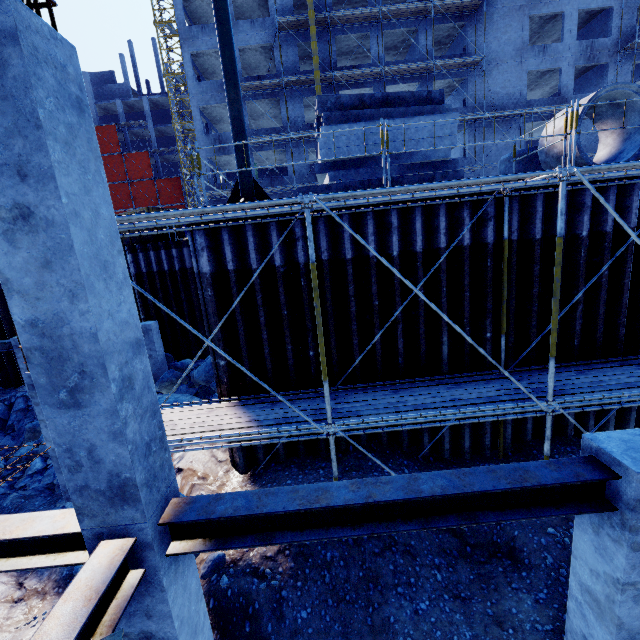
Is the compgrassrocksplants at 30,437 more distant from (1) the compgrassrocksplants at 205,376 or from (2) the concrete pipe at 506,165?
(2) the concrete pipe at 506,165

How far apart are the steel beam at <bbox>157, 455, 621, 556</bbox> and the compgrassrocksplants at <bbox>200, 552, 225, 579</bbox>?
3.0 meters

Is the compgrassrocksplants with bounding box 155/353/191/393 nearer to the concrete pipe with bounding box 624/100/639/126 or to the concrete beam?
the concrete beam

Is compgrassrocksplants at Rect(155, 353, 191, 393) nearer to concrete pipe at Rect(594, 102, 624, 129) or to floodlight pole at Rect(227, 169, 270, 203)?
Answer: floodlight pole at Rect(227, 169, 270, 203)

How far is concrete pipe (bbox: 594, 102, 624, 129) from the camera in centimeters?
719cm

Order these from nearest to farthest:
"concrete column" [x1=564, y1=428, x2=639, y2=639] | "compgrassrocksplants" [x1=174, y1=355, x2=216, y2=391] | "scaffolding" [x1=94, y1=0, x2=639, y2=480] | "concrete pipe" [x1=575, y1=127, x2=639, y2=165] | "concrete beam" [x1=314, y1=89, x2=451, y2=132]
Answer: "concrete column" [x1=564, y1=428, x2=639, y2=639], "scaffolding" [x1=94, y1=0, x2=639, y2=480], "concrete pipe" [x1=575, y1=127, x2=639, y2=165], "concrete beam" [x1=314, y1=89, x2=451, y2=132], "compgrassrocksplants" [x1=174, y1=355, x2=216, y2=391]

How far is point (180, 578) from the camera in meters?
3.3 m

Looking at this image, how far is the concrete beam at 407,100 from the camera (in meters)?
9.55
